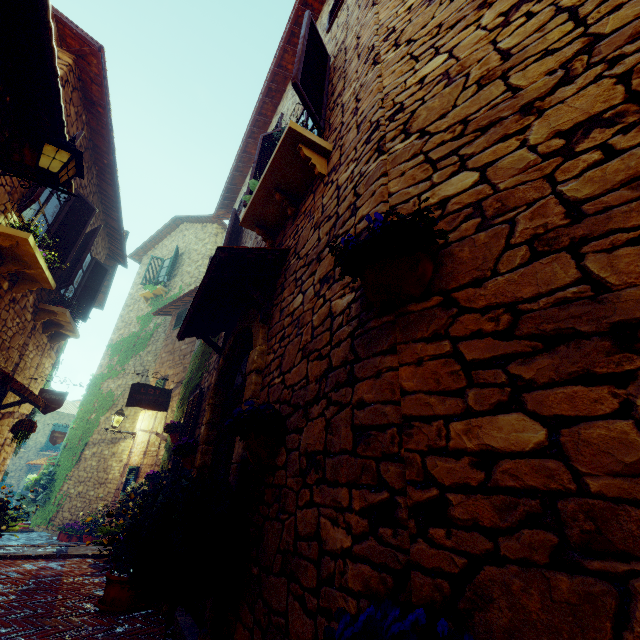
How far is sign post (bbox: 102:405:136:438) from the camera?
9.3 meters

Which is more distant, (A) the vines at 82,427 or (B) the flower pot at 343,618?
(A) the vines at 82,427

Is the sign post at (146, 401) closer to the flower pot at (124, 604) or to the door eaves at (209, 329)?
the flower pot at (124, 604)

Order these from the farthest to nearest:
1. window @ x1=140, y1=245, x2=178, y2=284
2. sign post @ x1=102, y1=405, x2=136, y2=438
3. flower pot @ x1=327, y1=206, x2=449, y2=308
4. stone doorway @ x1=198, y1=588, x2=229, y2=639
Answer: window @ x1=140, y1=245, x2=178, y2=284 < sign post @ x1=102, y1=405, x2=136, y2=438 < stone doorway @ x1=198, y1=588, x2=229, y2=639 < flower pot @ x1=327, y1=206, x2=449, y2=308

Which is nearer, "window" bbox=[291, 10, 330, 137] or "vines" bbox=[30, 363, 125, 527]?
"window" bbox=[291, 10, 330, 137]

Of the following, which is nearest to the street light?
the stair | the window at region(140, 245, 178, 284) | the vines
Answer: the stair

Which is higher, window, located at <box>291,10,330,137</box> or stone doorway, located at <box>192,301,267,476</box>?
window, located at <box>291,10,330,137</box>

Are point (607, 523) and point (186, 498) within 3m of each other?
yes
